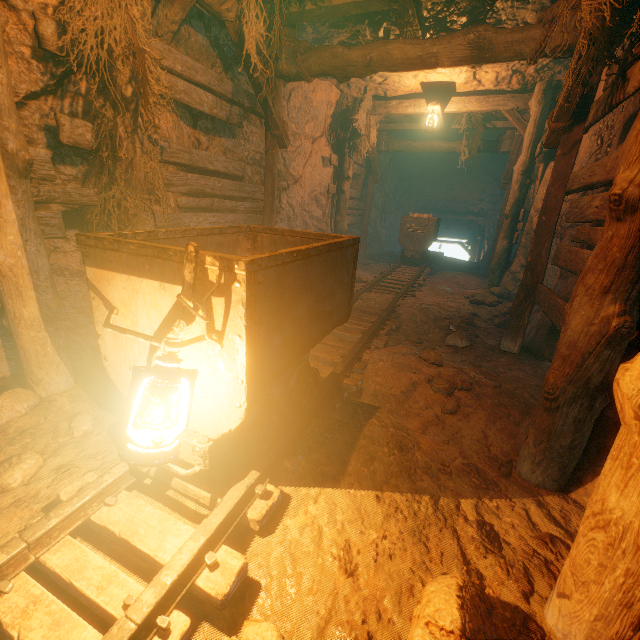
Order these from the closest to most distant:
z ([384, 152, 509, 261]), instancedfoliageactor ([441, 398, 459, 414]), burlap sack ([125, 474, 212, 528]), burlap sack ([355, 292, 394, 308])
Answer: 1. burlap sack ([125, 474, 212, 528])
2. instancedfoliageactor ([441, 398, 459, 414])
3. burlap sack ([355, 292, 394, 308])
4. z ([384, 152, 509, 261])

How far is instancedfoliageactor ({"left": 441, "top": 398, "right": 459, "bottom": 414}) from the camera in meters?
3.1 m

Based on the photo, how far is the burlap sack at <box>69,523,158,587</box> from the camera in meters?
1.6 m

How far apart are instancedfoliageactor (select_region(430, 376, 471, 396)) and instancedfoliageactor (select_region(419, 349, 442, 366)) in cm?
30

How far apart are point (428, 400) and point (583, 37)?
3.5 meters

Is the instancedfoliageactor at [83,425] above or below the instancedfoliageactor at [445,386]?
below

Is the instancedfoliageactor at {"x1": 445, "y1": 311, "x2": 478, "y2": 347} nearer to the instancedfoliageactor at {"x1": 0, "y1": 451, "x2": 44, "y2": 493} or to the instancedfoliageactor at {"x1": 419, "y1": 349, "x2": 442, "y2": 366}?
the instancedfoliageactor at {"x1": 419, "y1": 349, "x2": 442, "y2": 366}

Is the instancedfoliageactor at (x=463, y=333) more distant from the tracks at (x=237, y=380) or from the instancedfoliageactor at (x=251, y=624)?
the instancedfoliageactor at (x=251, y=624)
